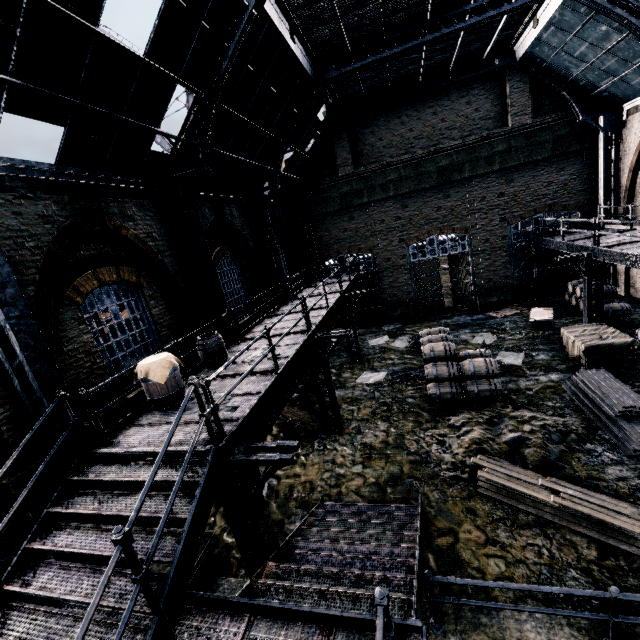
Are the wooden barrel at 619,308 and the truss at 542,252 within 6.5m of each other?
yes

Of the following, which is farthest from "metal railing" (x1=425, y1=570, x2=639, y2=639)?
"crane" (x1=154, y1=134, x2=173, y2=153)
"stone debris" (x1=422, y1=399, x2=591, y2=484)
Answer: "crane" (x1=154, y1=134, x2=173, y2=153)

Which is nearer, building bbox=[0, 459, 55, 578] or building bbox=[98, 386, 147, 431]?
building bbox=[0, 459, 55, 578]

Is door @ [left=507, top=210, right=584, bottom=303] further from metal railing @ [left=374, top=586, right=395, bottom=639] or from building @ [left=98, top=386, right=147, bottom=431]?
metal railing @ [left=374, top=586, right=395, bottom=639]

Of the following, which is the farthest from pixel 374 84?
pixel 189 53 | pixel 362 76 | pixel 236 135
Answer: pixel 189 53

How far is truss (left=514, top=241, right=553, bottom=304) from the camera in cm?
1852

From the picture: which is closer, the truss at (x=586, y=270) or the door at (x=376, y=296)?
the truss at (x=586, y=270)

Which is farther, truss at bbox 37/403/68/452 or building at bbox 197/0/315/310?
building at bbox 197/0/315/310
